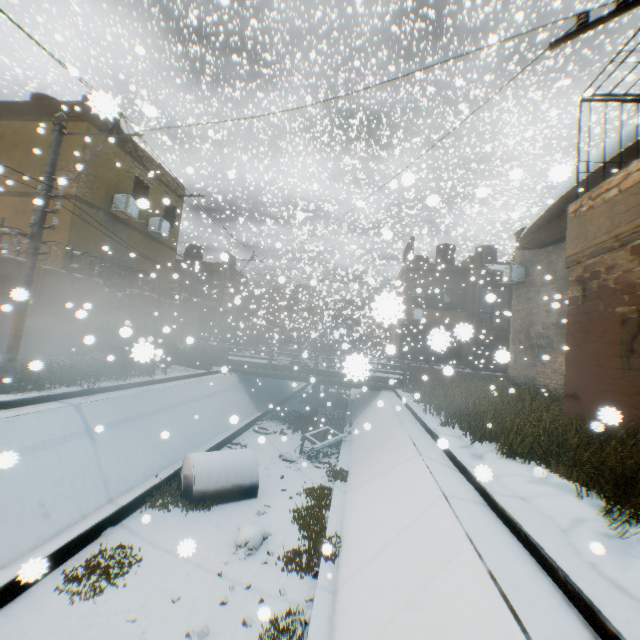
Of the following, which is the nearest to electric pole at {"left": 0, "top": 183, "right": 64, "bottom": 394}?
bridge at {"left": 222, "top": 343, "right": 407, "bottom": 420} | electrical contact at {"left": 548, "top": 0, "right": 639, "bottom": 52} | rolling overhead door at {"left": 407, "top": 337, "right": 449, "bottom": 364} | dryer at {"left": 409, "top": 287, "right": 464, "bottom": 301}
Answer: electrical contact at {"left": 548, "top": 0, "right": 639, "bottom": 52}

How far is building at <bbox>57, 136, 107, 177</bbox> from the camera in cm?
1270

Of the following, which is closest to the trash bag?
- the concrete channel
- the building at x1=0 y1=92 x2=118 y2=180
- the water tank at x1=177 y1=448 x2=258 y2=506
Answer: the concrete channel

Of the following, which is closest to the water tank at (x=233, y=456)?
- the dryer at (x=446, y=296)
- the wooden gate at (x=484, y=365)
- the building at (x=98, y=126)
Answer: the building at (x=98, y=126)

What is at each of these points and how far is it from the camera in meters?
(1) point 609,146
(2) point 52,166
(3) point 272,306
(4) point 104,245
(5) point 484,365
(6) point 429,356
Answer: (1) building, 9.6
(2) electric pole, 8.2
(3) building, 39.6
(4) building, 14.1
(5) wooden gate, 24.6
(6) rolling overhead door, 26.7

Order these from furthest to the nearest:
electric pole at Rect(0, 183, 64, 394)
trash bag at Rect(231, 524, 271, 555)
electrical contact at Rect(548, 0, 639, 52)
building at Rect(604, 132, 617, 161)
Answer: building at Rect(604, 132, 617, 161) < electric pole at Rect(0, 183, 64, 394) < trash bag at Rect(231, 524, 271, 555) < electrical contact at Rect(548, 0, 639, 52)

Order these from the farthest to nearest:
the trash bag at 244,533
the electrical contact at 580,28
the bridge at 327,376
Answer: the bridge at 327,376 → the trash bag at 244,533 → the electrical contact at 580,28

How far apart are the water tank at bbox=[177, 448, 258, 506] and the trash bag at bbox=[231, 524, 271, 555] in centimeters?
123cm
